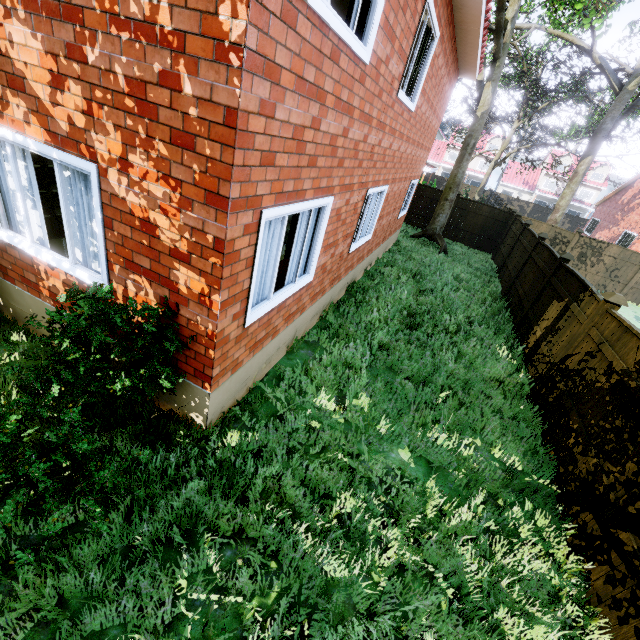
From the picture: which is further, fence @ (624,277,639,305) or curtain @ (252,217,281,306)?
fence @ (624,277,639,305)

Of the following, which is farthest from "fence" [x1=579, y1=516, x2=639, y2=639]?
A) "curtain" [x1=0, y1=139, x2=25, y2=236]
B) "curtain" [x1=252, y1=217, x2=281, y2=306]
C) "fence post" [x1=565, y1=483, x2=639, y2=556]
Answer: "curtain" [x1=0, y1=139, x2=25, y2=236]

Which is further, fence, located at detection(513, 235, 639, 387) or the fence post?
fence, located at detection(513, 235, 639, 387)

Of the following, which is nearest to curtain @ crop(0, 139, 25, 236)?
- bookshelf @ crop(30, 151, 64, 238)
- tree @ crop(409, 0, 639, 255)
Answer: bookshelf @ crop(30, 151, 64, 238)

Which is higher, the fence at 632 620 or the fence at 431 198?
the fence at 431 198

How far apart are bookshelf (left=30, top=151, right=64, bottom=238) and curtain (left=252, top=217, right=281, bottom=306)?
4.4m

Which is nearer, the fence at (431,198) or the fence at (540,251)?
the fence at (540,251)

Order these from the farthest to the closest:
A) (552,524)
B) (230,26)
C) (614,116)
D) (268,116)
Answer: (614,116), (552,524), (268,116), (230,26)
